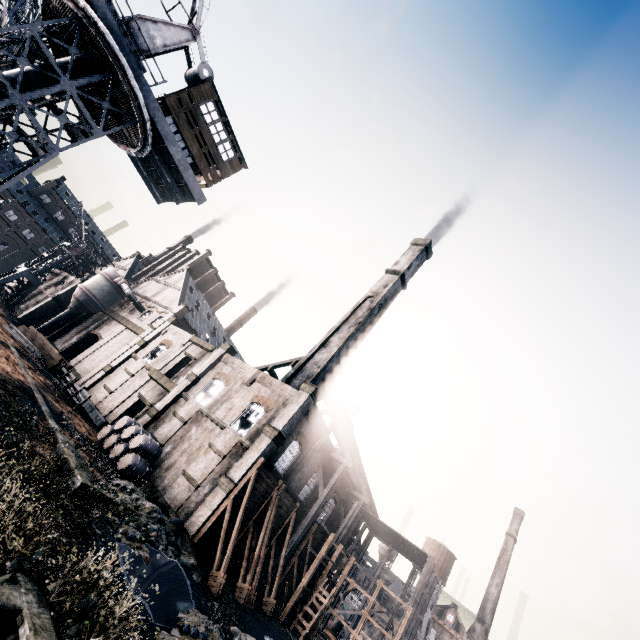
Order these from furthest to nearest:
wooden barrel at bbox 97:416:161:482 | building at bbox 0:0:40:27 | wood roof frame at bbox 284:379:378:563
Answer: wood roof frame at bbox 284:379:378:563 < building at bbox 0:0:40:27 < wooden barrel at bbox 97:416:161:482

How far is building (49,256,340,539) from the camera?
23.64m

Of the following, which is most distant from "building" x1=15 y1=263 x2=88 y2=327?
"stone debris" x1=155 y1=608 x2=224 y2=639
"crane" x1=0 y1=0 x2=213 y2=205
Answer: "crane" x1=0 y1=0 x2=213 y2=205

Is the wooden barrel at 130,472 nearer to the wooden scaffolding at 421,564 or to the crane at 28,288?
the wooden scaffolding at 421,564

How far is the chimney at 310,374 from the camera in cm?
3388

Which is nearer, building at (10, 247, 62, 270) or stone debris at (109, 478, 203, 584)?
stone debris at (109, 478, 203, 584)

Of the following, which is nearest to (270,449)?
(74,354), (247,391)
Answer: (247,391)

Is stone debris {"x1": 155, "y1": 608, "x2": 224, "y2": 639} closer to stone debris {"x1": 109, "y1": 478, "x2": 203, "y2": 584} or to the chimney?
stone debris {"x1": 109, "y1": 478, "x2": 203, "y2": 584}
